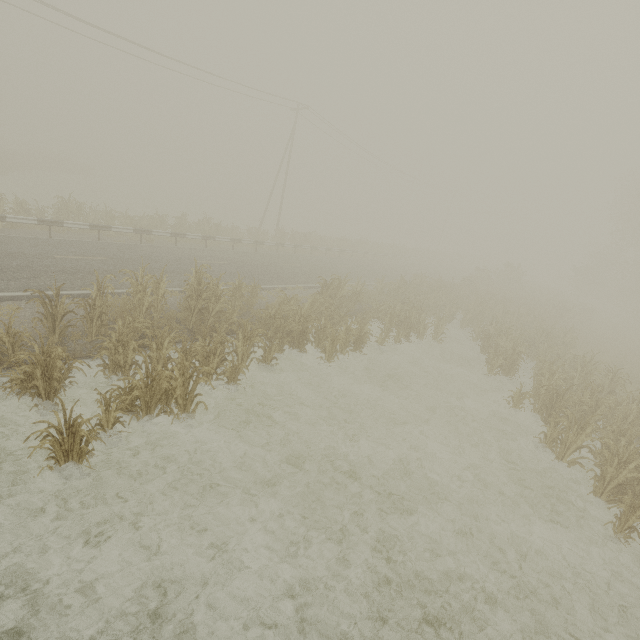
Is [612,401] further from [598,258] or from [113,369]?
[598,258]

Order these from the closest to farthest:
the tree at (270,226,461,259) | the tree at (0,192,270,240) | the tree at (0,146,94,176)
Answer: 1. the tree at (0,192,270,240)
2. the tree at (270,226,461,259)
3. the tree at (0,146,94,176)

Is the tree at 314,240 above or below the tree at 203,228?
above

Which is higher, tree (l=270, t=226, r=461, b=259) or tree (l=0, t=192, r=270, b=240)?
tree (l=270, t=226, r=461, b=259)

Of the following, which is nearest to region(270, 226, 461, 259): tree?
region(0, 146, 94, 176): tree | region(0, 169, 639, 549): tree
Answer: region(0, 169, 639, 549): tree

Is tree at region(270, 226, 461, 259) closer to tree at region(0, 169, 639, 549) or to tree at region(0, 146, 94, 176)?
tree at region(0, 169, 639, 549)

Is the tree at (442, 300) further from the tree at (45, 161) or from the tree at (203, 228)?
the tree at (45, 161)
